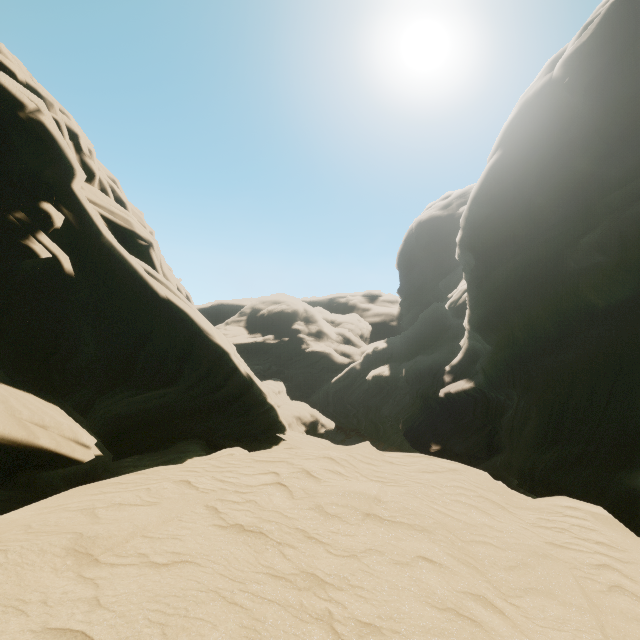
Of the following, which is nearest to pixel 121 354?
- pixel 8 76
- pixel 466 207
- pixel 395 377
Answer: pixel 8 76
